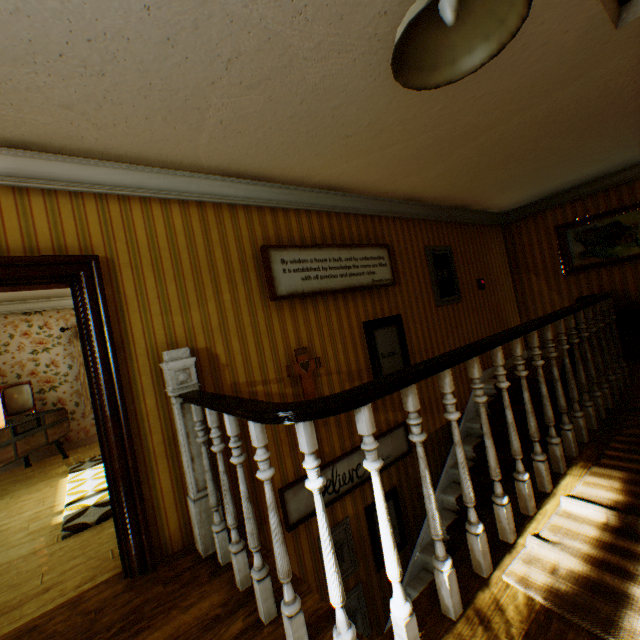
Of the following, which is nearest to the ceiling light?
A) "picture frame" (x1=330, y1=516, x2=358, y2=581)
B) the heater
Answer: "picture frame" (x1=330, y1=516, x2=358, y2=581)

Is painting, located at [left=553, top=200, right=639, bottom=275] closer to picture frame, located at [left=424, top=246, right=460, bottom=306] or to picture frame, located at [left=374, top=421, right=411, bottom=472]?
picture frame, located at [left=424, top=246, right=460, bottom=306]

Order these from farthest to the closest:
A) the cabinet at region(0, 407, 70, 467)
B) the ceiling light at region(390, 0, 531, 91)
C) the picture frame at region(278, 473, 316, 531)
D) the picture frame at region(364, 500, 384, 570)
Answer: the cabinet at region(0, 407, 70, 467) < the picture frame at region(364, 500, 384, 570) < the picture frame at region(278, 473, 316, 531) < the ceiling light at region(390, 0, 531, 91)

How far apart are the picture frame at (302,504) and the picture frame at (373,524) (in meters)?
0.30

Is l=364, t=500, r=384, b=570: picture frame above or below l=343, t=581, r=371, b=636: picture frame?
above

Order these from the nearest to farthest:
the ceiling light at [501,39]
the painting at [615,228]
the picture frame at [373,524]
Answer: the ceiling light at [501,39], the picture frame at [373,524], the painting at [615,228]

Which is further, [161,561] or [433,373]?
[161,561]

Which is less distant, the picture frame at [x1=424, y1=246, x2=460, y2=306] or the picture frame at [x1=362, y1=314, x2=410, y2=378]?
the picture frame at [x1=362, y1=314, x2=410, y2=378]
